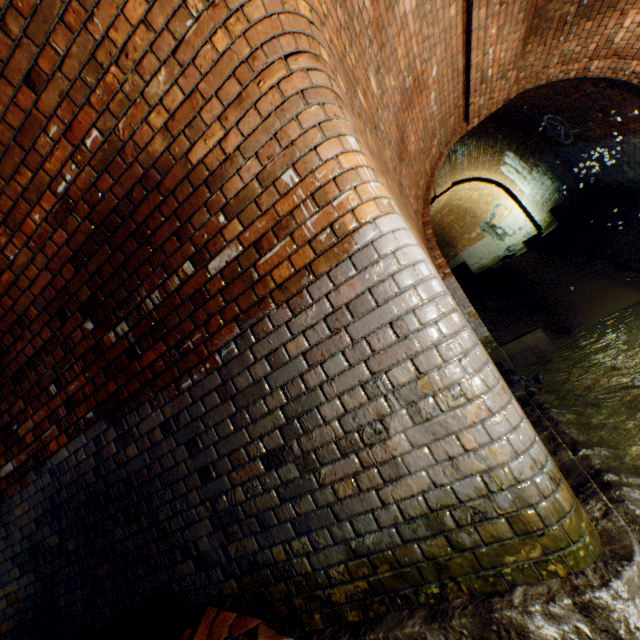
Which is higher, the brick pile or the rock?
the brick pile

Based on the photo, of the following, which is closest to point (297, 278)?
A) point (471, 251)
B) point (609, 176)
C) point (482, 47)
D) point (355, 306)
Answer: point (355, 306)

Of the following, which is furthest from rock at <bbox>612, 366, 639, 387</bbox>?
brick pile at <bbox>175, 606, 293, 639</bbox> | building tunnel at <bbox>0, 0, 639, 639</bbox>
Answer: brick pile at <bbox>175, 606, 293, 639</bbox>

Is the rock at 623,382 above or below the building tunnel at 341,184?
below

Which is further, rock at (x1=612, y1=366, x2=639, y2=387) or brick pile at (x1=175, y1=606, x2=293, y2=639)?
rock at (x1=612, y1=366, x2=639, y2=387)

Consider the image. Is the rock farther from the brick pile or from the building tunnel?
the brick pile

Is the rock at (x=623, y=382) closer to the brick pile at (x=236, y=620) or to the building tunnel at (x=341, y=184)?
the building tunnel at (x=341, y=184)
